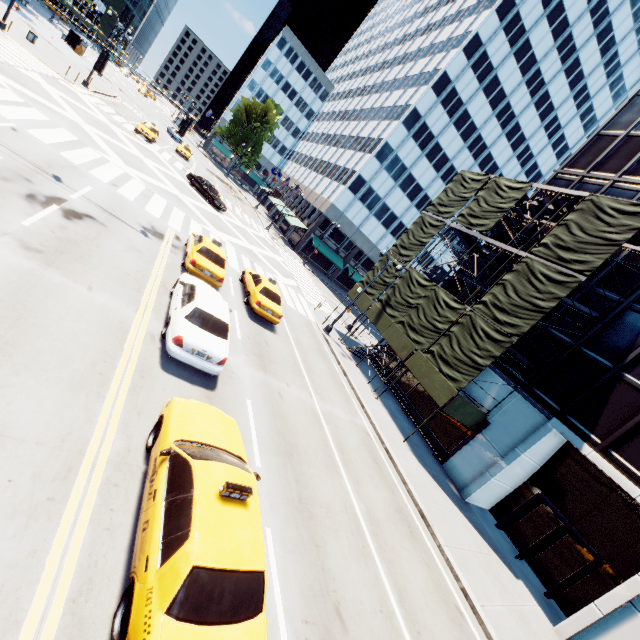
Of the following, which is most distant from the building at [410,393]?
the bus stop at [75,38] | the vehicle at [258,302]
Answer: the bus stop at [75,38]

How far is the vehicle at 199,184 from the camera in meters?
30.8

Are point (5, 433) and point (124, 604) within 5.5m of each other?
yes

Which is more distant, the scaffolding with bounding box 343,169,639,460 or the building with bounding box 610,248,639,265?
the building with bounding box 610,248,639,265

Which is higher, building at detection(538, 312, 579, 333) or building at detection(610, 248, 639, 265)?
building at detection(610, 248, 639, 265)

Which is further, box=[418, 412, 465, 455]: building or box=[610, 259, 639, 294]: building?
box=[418, 412, 465, 455]: building

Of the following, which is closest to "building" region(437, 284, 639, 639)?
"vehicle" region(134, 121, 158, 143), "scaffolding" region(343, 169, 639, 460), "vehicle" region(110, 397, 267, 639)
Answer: "scaffolding" region(343, 169, 639, 460)
